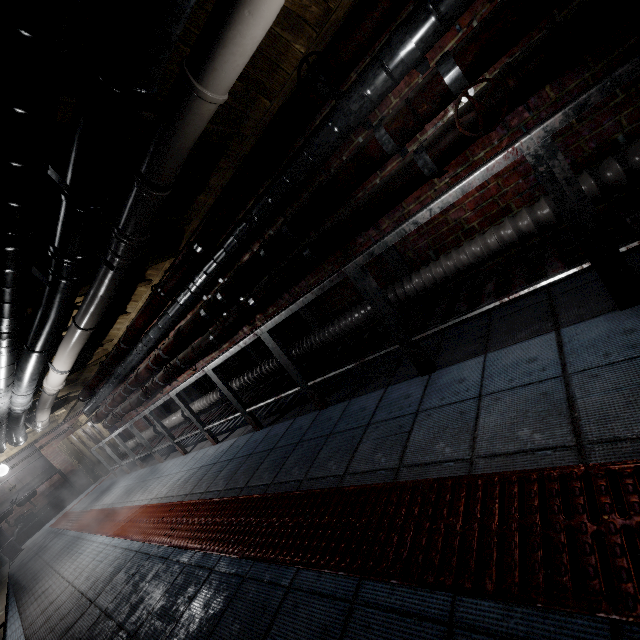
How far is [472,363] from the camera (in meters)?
1.82

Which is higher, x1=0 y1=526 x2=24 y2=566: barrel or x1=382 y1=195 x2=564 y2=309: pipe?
x1=382 y1=195 x2=564 y2=309: pipe

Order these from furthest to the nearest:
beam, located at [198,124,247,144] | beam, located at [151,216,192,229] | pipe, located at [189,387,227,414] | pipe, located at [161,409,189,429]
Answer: pipe, located at [161,409,189,429], pipe, located at [189,387,227,414], beam, located at [151,216,192,229], beam, located at [198,124,247,144]

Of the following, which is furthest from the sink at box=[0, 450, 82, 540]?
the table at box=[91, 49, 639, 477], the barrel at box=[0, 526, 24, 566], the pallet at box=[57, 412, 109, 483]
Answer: the table at box=[91, 49, 639, 477]

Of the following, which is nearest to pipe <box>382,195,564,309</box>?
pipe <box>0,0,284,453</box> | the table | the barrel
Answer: the table

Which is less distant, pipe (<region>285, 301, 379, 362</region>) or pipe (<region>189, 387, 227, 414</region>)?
pipe (<region>285, 301, 379, 362</region>)

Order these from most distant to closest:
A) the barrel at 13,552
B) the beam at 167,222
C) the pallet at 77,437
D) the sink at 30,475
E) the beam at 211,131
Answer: the pallet at 77,437 → the sink at 30,475 → the barrel at 13,552 → the beam at 167,222 → the beam at 211,131

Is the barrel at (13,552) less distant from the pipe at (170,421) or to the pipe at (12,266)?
the pipe at (12,266)
